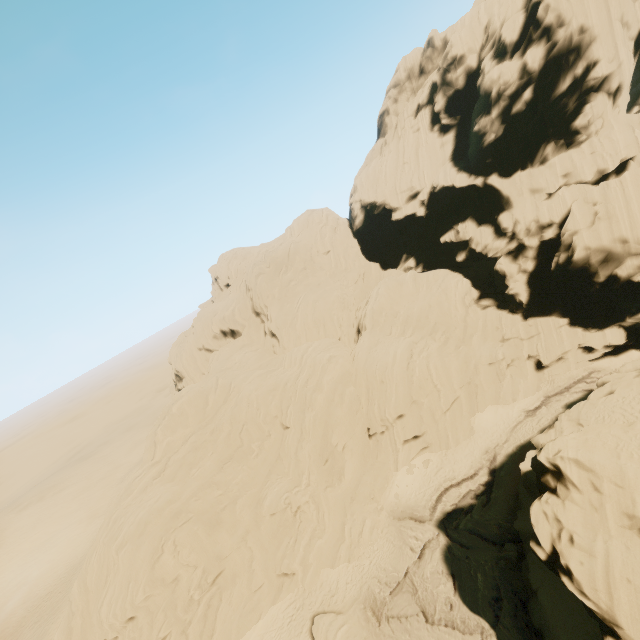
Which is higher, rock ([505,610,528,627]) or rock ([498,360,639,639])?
rock ([498,360,639,639])

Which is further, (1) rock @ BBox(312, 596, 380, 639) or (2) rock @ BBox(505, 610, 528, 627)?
(1) rock @ BBox(312, 596, 380, 639)

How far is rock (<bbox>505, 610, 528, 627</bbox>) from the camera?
18.3 meters

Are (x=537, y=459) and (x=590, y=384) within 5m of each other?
no

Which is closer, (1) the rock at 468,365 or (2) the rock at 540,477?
(2) the rock at 540,477

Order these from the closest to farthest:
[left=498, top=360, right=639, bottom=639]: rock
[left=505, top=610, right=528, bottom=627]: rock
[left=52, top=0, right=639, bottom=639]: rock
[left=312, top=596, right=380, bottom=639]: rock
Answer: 1. [left=498, top=360, right=639, bottom=639]: rock
2. [left=505, top=610, right=528, bottom=627]: rock
3. [left=312, top=596, right=380, bottom=639]: rock
4. [left=52, top=0, right=639, bottom=639]: rock
